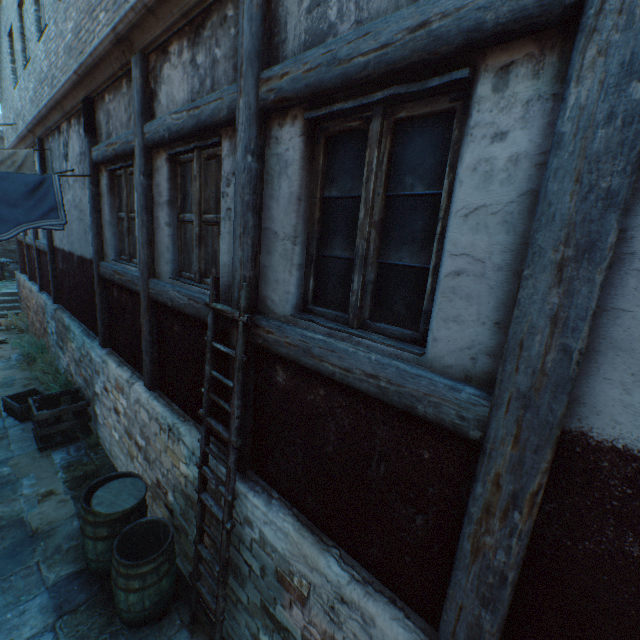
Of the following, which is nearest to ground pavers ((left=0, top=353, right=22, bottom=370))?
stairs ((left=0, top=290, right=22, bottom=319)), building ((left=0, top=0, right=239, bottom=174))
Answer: building ((left=0, top=0, right=239, bottom=174))

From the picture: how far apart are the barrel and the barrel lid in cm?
21

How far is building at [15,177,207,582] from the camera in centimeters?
351cm

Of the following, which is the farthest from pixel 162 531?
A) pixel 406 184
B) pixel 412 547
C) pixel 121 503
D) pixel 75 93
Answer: pixel 75 93

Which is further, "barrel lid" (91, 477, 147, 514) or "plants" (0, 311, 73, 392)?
"plants" (0, 311, 73, 392)

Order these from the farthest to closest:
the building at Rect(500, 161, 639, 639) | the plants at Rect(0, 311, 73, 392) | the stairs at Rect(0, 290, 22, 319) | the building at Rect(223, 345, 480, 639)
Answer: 1. the stairs at Rect(0, 290, 22, 319)
2. the plants at Rect(0, 311, 73, 392)
3. the building at Rect(223, 345, 480, 639)
4. the building at Rect(500, 161, 639, 639)

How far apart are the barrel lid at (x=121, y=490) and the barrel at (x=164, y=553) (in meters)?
0.21

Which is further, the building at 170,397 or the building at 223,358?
the building at 170,397
